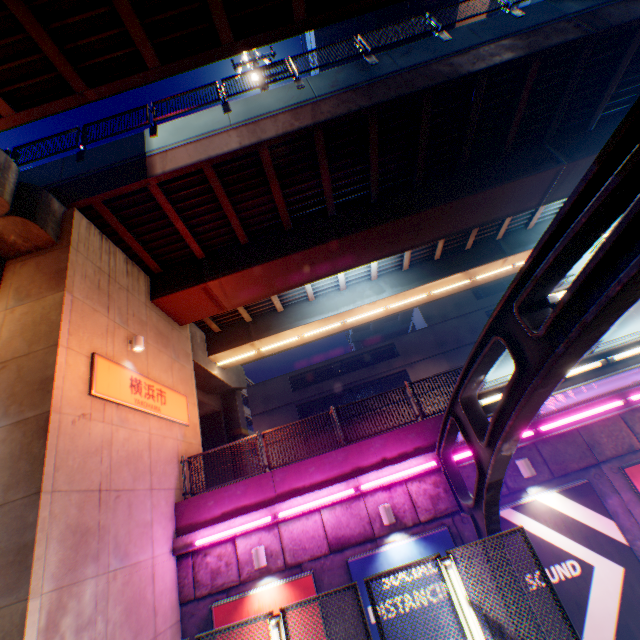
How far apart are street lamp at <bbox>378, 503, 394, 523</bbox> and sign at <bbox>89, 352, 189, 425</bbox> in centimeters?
682cm

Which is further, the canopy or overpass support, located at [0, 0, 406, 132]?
overpass support, located at [0, 0, 406, 132]

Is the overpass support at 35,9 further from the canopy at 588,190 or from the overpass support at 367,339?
the canopy at 588,190

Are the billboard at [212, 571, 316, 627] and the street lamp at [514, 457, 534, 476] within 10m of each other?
yes

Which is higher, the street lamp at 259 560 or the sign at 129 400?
the sign at 129 400

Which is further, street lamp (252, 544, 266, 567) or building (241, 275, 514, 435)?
building (241, 275, 514, 435)

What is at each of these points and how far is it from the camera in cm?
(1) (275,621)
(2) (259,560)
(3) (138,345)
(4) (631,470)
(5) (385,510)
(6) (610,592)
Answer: (1) street lamp, 445
(2) street lamp, 794
(3) street lamp, 941
(4) billboard, 793
(5) street lamp, 803
(6) billboard, 701

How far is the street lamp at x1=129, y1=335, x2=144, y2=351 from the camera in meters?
9.4
